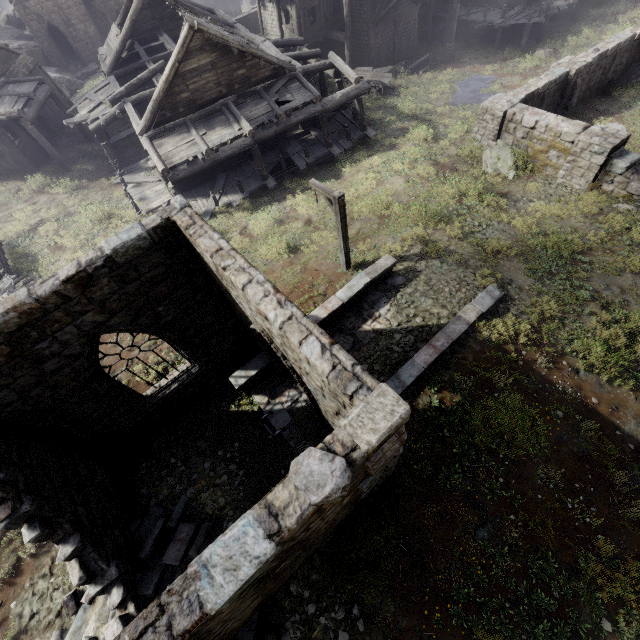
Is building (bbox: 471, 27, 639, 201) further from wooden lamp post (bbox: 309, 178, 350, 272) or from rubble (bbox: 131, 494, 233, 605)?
rubble (bbox: 131, 494, 233, 605)

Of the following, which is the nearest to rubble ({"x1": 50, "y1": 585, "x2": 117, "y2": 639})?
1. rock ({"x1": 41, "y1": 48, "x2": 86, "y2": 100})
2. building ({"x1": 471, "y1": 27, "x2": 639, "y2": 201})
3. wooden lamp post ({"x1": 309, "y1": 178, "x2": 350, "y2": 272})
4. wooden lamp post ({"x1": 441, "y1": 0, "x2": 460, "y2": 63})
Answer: wooden lamp post ({"x1": 309, "y1": 178, "x2": 350, "y2": 272})

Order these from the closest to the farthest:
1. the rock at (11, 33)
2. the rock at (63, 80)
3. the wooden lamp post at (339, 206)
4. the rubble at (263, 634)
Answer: the rubble at (263, 634) → the wooden lamp post at (339, 206) → the rock at (63, 80) → the rock at (11, 33)

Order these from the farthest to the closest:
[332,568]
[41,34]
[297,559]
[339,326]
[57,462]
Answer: [41,34]
[339,326]
[57,462]
[332,568]
[297,559]

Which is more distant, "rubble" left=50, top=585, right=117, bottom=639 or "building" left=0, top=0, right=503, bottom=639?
"rubble" left=50, top=585, right=117, bottom=639

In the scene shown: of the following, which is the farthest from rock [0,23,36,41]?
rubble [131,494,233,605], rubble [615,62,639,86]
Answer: rubble [615,62,639,86]

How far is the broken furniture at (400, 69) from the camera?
24.8 meters
